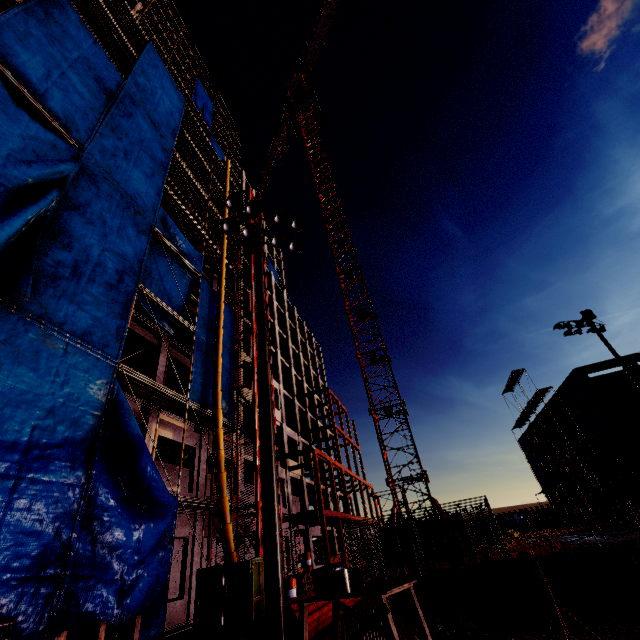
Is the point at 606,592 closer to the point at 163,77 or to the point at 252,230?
the point at 252,230

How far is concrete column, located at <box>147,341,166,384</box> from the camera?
15.8 meters

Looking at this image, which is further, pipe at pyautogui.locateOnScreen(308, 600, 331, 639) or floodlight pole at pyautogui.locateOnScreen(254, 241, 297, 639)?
pipe at pyautogui.locateOnScreen(308, 600, 331, 639)

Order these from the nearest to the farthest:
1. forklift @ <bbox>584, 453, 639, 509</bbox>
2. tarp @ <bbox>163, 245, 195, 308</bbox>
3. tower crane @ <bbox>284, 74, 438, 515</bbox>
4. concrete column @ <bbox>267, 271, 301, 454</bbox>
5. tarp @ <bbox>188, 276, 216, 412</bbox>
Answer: tarp @ <bbox>188, 276, 216, 412</bbox>, tarp @ <bbox>163, 245, 195, 308</bbox>, forklift @ <bbox>584, 453, 639, 509</bbox>, tower crane @ <bbox>284, 74, 438, 515</bbox>, concrete column @ <bbox>267, 271, 301, 454</bbox>

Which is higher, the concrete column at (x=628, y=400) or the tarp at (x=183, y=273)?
the tarp at (x=183, y=273)

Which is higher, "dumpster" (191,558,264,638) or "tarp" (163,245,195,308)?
"tarp" (163,245,195,308)

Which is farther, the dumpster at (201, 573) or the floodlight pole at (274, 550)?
the dumpster at (201, 573)

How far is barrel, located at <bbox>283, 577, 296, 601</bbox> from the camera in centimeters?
1232cm
